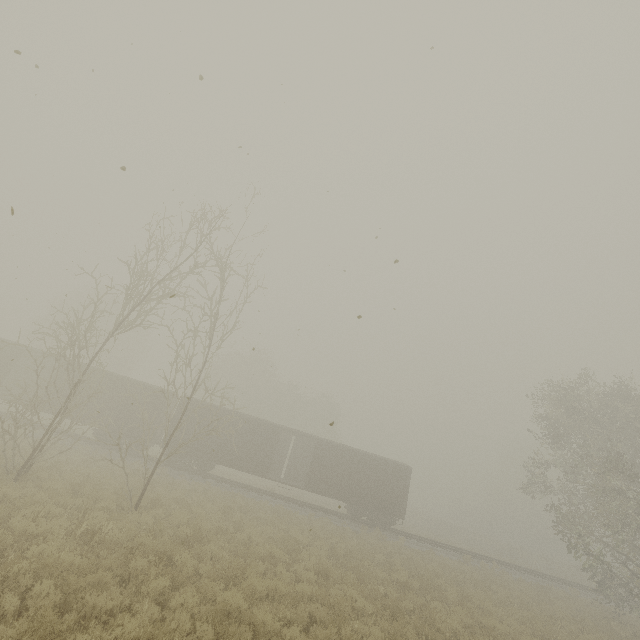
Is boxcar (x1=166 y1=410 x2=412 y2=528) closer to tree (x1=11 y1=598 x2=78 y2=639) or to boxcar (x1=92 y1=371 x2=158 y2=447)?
boxcar (x1=92 y1=371 x2=158 y2=447)

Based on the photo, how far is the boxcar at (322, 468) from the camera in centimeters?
2312cm

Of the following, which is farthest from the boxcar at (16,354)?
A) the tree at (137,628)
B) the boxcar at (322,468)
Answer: the tree at (137,628)

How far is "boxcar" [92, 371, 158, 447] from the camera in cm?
2255

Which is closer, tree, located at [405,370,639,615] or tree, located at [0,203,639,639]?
tree, located at [0,203,639,639]

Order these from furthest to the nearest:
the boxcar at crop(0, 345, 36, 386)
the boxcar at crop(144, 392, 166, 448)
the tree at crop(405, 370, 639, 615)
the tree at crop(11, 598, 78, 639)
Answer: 1. the boxcar at crop(144, 392, 166, 448)
2. the boxcar at crop(0, 345, 36, 386)
3. the tree at crop(405, 370, 639, 615)
4. the tree at crop(11, 598, 78, 639)

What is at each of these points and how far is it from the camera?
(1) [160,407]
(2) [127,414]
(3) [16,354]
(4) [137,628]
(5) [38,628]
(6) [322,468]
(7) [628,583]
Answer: (1) boxcar, 23.5m
(2) boxcar, 22.9m
(3) boxcar, 23.0m
(4) tree, 4.6m
(5) tree, 4.6m
(6) boxcar, 24.0m
(7) tree, 19.0m

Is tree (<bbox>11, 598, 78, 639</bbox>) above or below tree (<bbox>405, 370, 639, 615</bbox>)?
below
